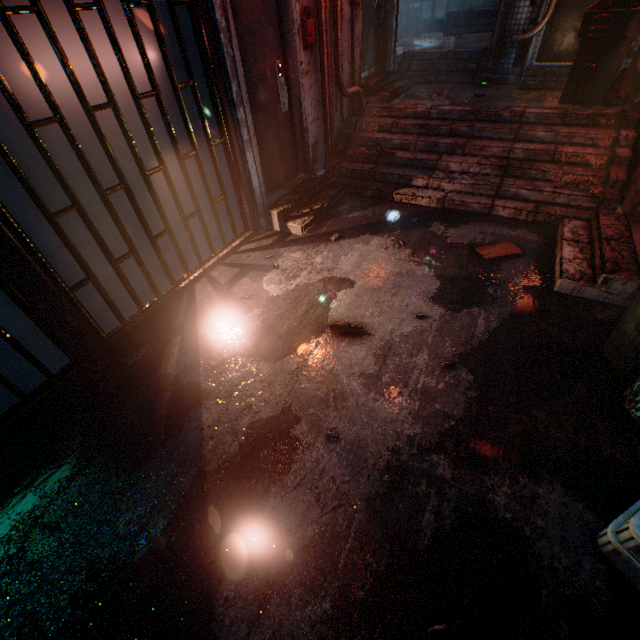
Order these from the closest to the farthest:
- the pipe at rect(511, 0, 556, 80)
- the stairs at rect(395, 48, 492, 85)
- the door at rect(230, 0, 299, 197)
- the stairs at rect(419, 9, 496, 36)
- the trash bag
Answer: the trash bag, the door at rect(230, 0, 299, 197), the pipe at rect(511, 0, 556, 80), the stairs at rect(395, 48, 492, 85), the stairs at rect(419, 9, 496, 36)

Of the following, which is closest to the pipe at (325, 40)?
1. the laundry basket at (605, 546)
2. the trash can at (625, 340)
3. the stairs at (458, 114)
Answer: the stairs at (458, 114)

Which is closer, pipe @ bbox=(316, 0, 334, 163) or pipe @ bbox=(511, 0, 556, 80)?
pipe @ bbox=(316, 0, 334, 163)

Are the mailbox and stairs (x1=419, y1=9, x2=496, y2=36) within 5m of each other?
no

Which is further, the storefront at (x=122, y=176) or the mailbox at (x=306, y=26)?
the mailbox at (x=306, y=26)

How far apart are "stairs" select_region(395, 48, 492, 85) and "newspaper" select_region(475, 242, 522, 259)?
3.95m

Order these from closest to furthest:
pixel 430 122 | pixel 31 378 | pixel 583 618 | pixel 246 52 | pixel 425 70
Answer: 1. pixel 583 618
2. pixel 31 378
3. pixel 246 52
4. pixel 430 122
5. pixel 425 70

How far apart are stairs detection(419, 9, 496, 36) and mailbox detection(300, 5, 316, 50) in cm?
698
